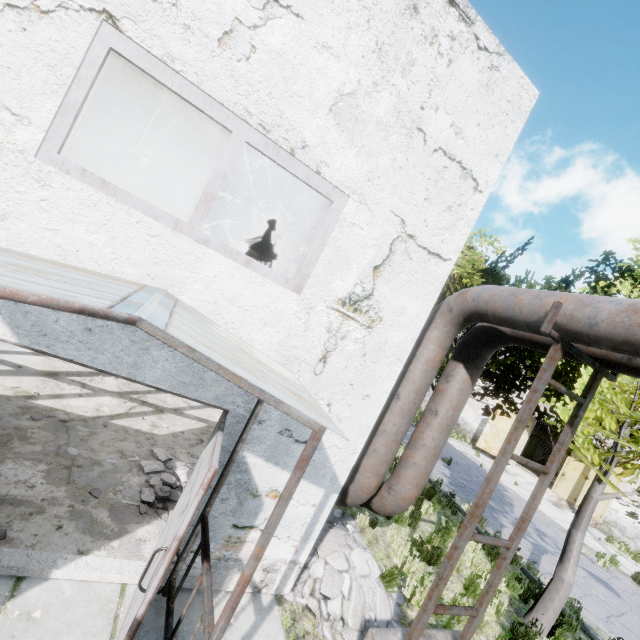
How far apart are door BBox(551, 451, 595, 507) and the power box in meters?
13.9 m

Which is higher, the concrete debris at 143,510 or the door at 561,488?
the door at 561,488

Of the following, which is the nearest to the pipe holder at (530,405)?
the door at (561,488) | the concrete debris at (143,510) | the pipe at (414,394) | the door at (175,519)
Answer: the pipe at (414,394)

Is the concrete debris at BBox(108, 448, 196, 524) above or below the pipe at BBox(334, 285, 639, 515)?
below

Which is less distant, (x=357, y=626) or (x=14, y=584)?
A: (x=14, y=584)

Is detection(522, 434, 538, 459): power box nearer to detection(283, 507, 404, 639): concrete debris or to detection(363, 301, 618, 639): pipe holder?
detection(283, 507, 404, 639): concrete debris

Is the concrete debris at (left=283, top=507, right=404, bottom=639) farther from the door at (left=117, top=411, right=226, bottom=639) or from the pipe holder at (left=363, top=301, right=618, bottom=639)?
the door at (left=117, top=411, right=226, bottom=639)

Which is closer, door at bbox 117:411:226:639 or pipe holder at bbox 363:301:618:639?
door at bbox 117:411:226:639
